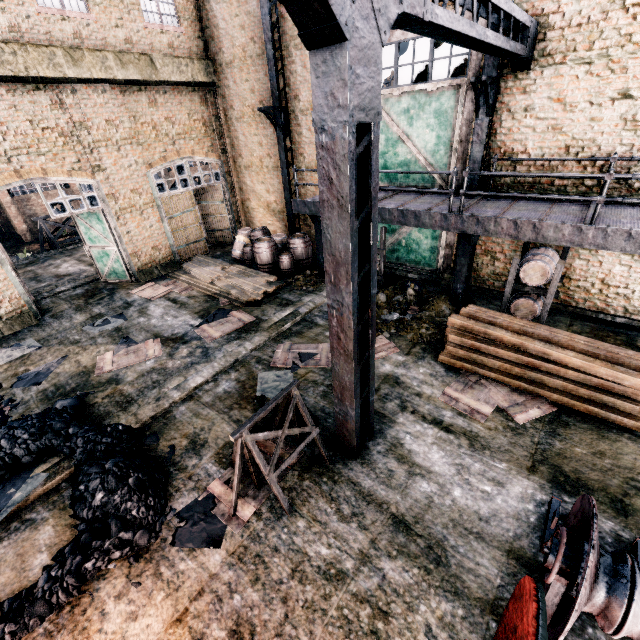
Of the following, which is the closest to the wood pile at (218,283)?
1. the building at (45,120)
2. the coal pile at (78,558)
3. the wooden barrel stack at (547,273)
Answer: the coal pile at (78,558)

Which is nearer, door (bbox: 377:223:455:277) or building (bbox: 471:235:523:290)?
building (bbox: 471:235:523:290)

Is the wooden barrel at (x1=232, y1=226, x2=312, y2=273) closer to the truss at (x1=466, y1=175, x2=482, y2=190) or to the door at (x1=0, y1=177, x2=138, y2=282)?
the door at (x1=0, y1=177, x2=138, y2=282)

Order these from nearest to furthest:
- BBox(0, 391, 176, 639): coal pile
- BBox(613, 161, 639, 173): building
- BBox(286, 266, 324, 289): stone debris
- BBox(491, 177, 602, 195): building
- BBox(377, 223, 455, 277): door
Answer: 1. BBox(0, 391, 176, 639): coal pile
2. BBox(613, 161, 639, 173): building
3. BBox(491, 177, 602, 195): building
4. BBox(377, 223, 455, 277): door
5. BBox(286, 266, 324, 289): stone debris

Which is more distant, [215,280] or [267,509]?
[215,280]

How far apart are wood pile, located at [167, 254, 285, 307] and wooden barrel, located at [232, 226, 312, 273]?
1.5 meters

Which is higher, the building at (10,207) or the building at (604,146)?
the building at (604,146)

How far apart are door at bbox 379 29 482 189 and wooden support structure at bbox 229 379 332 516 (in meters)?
9.58
